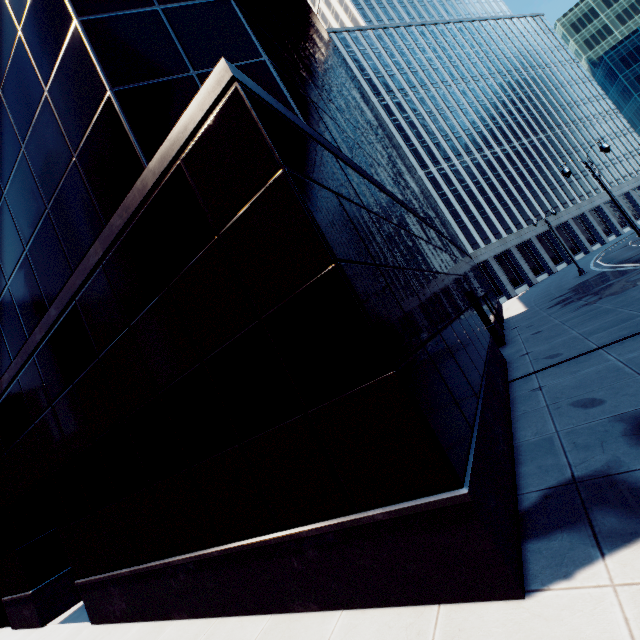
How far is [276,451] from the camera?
5.38m
